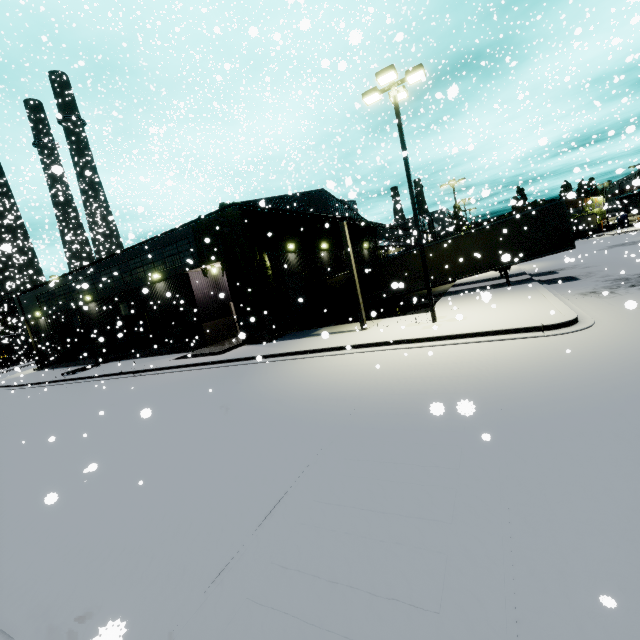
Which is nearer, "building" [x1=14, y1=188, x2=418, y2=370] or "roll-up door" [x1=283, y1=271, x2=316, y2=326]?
Answer: "building" [x1=14, y1=188, x2=418, y2=370]

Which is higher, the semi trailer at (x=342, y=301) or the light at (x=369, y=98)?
the light at (x=369, y=98)

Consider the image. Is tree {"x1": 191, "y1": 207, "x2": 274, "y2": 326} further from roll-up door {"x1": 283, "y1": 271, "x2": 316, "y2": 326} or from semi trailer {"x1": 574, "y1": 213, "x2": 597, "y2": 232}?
roll-up door {"x1": 283, "y1": 271, "x2": 316, "y2": 326}

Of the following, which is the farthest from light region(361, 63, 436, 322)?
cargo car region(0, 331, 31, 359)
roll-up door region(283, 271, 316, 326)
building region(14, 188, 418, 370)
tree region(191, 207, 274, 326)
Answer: cargo car region(0, 331, 31, 359)

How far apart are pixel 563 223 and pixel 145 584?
22.49m

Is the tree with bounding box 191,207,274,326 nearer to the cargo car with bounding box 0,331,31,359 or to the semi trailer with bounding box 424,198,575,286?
the semi trailer with bounding box 424,198,575,286

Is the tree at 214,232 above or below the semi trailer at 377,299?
above

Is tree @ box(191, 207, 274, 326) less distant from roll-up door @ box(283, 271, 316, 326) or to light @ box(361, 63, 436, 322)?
roll-up door @ box(283, 271, 316, 326)
